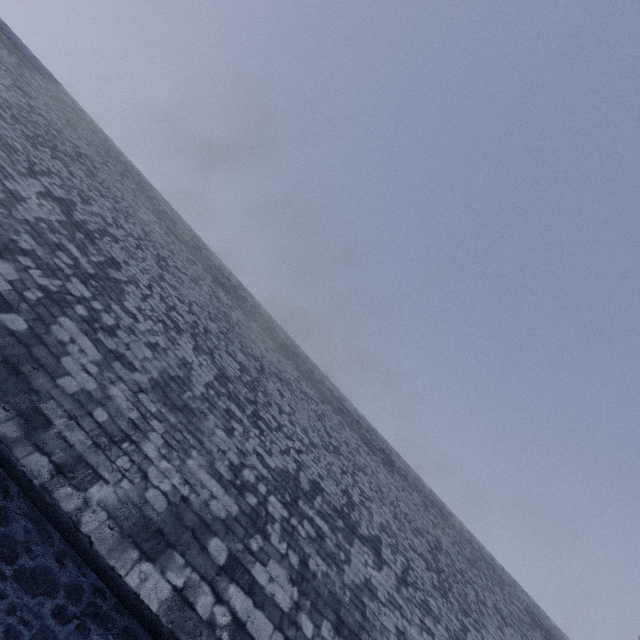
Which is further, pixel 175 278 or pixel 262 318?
pixel 262 318
